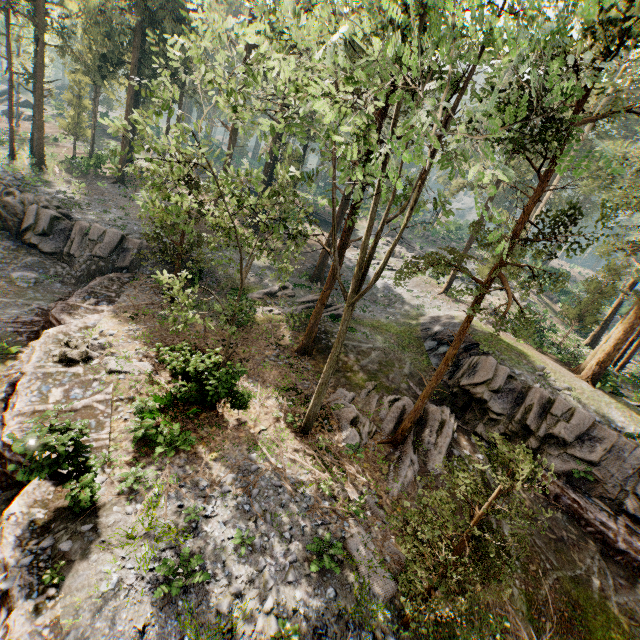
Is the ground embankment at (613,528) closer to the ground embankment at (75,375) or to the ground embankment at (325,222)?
the ground embankment at (75,375)

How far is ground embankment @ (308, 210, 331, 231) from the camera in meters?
48.7 m

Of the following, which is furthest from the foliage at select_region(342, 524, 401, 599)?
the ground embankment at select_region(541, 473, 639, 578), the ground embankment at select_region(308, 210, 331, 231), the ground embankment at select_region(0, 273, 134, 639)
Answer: the ground embankment at select_region(308, 210, 331, 231)

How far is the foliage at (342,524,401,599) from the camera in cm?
988

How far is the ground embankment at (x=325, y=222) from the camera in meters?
48.7 m

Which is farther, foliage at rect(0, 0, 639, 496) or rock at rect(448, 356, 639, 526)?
rock at rect(448, 356, 639, 526)

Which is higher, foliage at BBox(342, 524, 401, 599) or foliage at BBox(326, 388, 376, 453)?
foliage at BBox(326, 388, 376, 453)

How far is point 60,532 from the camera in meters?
8.5 m
